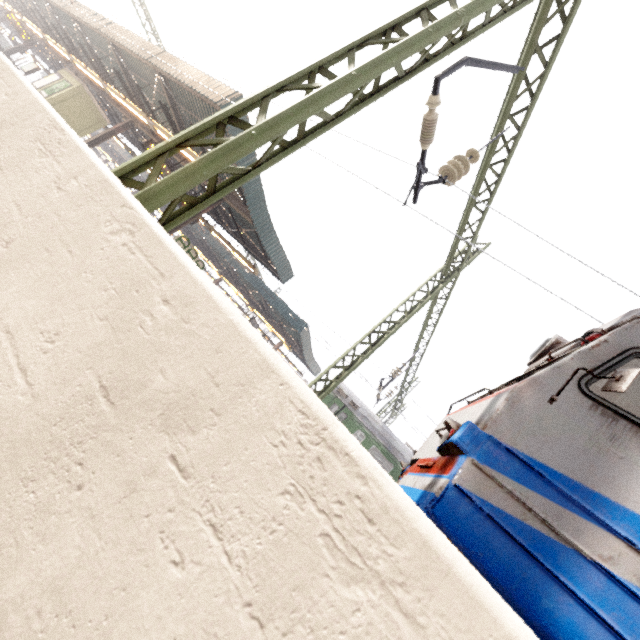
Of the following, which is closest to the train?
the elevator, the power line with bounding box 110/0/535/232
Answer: the power line with bounding box 110/0/535/232

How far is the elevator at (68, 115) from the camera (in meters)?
19.19

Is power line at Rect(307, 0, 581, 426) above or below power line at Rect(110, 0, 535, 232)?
above

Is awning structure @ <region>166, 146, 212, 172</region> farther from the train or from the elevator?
the train

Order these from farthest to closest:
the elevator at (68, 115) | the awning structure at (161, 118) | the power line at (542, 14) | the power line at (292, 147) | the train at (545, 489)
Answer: the elevator at (68, 115) → the awning structure at (161, 118) → the power line at (542, 14) → the power line at (292, 147) → the train at (545, 489)

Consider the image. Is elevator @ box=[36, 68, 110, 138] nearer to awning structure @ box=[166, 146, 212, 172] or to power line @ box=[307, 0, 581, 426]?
awning structure @ box=[166, 146, 212, 172]

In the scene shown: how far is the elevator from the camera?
19.2 meters

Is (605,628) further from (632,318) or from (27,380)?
(27,380)
